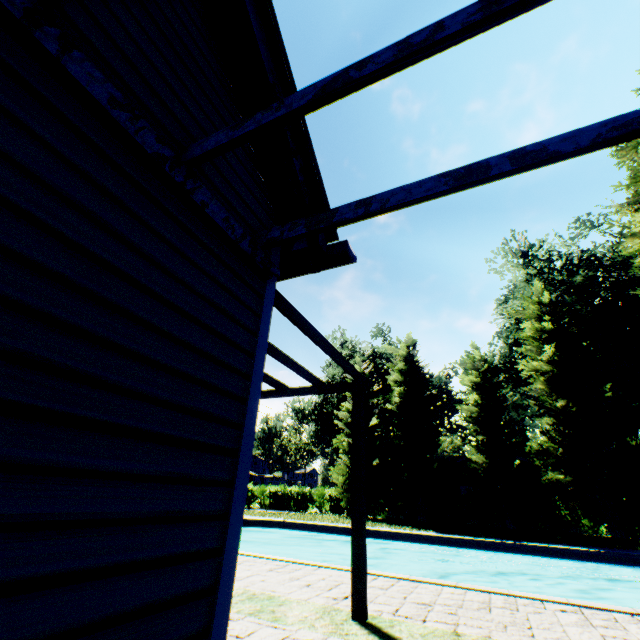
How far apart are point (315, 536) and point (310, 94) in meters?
19.0

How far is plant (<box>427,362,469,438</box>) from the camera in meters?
45.2

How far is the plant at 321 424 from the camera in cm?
4122

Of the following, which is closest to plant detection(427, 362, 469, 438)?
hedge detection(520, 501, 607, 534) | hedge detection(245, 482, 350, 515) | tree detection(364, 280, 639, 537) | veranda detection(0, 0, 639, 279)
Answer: tree detection(364, 280, 639, 537)

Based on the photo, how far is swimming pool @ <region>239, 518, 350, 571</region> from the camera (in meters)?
7.38

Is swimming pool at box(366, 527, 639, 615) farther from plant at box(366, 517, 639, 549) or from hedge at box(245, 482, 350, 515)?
hedge at box(245, 482, 350, 515)
